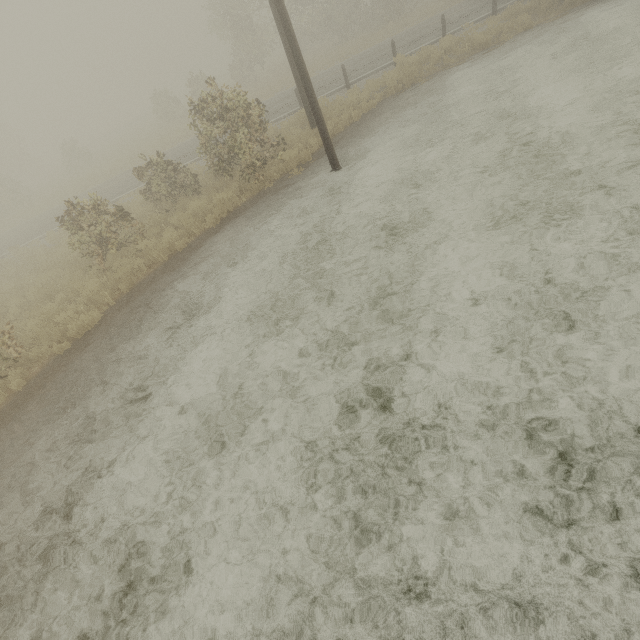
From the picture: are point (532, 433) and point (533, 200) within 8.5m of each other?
yes
